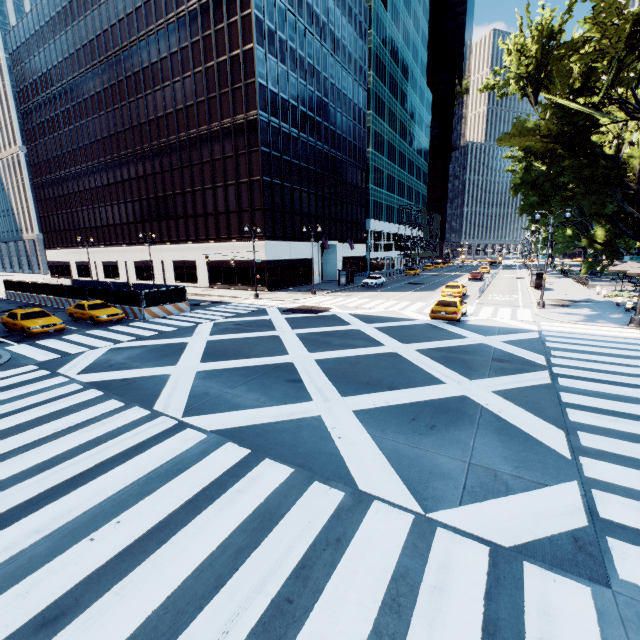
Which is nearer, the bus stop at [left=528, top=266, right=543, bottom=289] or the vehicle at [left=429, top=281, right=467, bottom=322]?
the vehicle at [left=429, top=281, right=467, bottom=322]

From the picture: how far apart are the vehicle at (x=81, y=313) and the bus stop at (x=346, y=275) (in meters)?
26.67

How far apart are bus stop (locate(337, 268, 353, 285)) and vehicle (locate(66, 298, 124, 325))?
26.67m

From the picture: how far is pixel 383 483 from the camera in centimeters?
670cm

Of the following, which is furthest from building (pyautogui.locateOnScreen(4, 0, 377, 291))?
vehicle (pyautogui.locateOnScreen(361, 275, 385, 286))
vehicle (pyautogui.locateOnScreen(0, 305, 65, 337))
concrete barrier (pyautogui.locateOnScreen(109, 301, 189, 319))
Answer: vehicle (pyautogui.locateOnScreen(0, 305, 65, 337))

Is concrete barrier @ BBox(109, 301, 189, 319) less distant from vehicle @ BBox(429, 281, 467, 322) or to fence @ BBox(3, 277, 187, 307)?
fence @ BBox(3, 277, 187, 307)

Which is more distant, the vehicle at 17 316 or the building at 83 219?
the building at 83 219

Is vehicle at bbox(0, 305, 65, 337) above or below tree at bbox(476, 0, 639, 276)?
below
